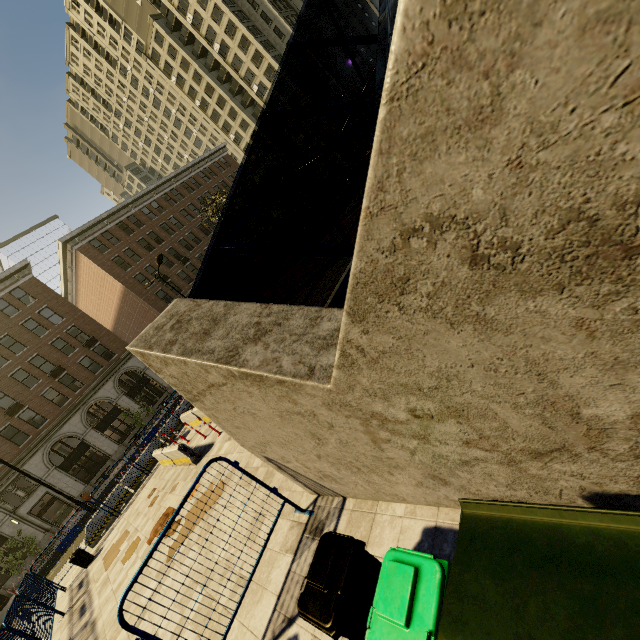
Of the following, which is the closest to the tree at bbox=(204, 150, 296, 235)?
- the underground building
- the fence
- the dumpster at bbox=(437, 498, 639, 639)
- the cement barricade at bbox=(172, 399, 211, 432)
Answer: the underground building

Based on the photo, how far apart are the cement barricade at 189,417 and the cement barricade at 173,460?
1.36m

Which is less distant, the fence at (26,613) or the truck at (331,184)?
the fence at (26,613)

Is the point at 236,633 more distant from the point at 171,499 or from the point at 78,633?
the point at 78,633

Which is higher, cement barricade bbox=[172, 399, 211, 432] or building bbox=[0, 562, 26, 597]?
building bbox=[0, 562, 26, 597]

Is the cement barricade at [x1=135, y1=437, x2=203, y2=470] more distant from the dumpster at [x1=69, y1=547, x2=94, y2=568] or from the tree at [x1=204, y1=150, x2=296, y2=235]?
the tree at [x1=204, y1=150, x2=296, y2=235]

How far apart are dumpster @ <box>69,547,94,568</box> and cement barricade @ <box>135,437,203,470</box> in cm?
381

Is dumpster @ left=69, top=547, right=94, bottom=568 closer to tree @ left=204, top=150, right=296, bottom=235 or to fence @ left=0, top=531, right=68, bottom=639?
fence @ left=0, top=531, right=68, bottom=639
